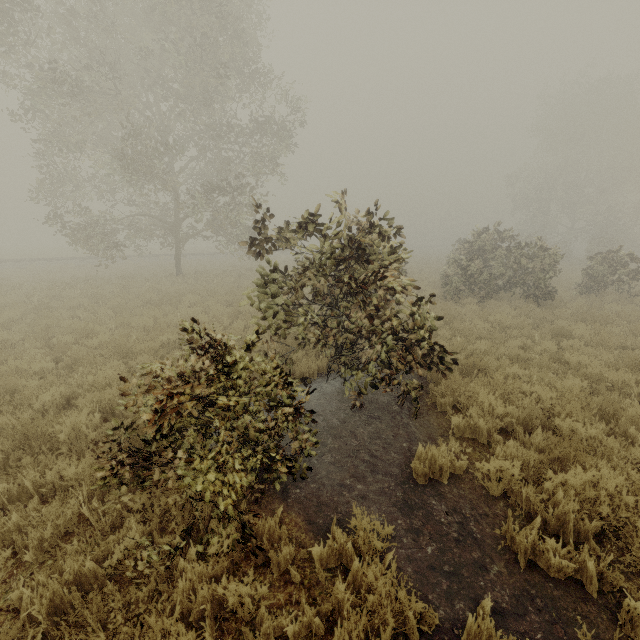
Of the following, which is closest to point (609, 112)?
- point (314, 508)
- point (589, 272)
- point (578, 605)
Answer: point (589, 272)
